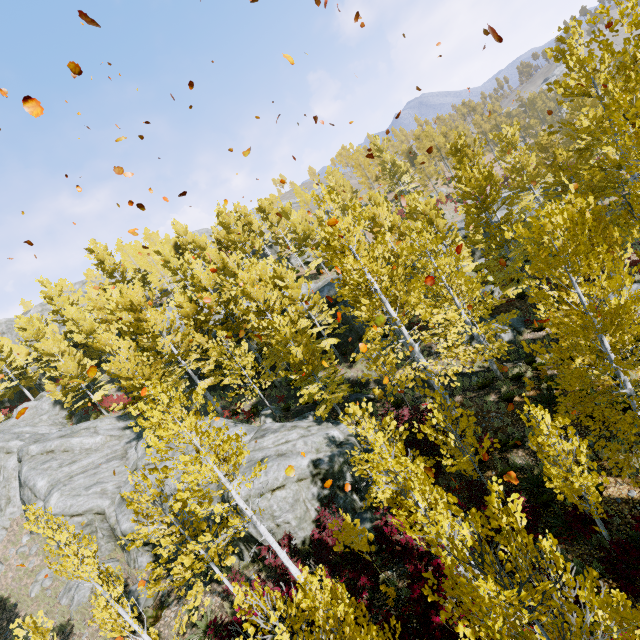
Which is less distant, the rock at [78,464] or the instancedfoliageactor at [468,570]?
the instancedfoliageactor at [468,570]

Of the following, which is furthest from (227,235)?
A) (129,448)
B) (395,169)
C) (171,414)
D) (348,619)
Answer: (348,619)

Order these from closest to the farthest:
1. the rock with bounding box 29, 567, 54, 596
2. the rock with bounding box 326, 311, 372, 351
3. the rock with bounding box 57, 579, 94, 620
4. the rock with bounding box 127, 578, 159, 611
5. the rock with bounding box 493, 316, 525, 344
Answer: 1. the rock with bounding box 127, 578, 159, 611
2. the rock with bounding box 57, 579, 94, 620
3. the rock with bounding box 493, 316, 525, 344
4. the rock with bounding box 29, 567, 54, 596
5. the rock with bounding box 326, 311, 372, 351

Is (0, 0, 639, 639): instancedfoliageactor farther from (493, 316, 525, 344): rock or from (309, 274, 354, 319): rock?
(493, 316, 525, 344): rock

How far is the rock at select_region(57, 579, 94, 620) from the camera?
15.6m

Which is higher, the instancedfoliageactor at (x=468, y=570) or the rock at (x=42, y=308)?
the rock at (x=42, y=308)

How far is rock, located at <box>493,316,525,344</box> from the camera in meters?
17.1
